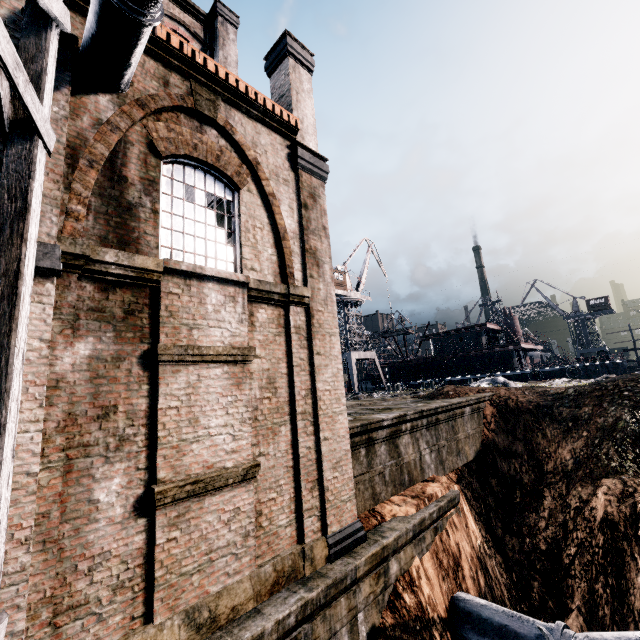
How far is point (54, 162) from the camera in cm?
544

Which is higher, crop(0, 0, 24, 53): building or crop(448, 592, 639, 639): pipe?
crop(0, 0, 24, 53): building

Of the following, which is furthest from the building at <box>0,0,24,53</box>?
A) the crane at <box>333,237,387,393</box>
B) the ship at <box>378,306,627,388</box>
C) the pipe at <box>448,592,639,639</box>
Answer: the ship at <box>378,306,627,388</box>

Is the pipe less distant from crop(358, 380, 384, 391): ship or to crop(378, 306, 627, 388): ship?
crop(378, 306, 627, 388): ship

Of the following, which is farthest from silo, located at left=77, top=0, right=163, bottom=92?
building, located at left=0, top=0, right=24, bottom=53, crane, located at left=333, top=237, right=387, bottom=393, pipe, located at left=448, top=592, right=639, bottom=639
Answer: crane, located at left=333, top=237, right=387, bottom=393

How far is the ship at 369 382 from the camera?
54.4m

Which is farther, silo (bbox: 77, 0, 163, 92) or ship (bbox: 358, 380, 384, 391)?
ship (bbox: 358, 380, 384, 391)

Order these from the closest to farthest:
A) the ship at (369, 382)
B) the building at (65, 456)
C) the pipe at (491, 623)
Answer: the building at (65, 456)
the pipe at (491, 623)
the ship at (369, 382)
